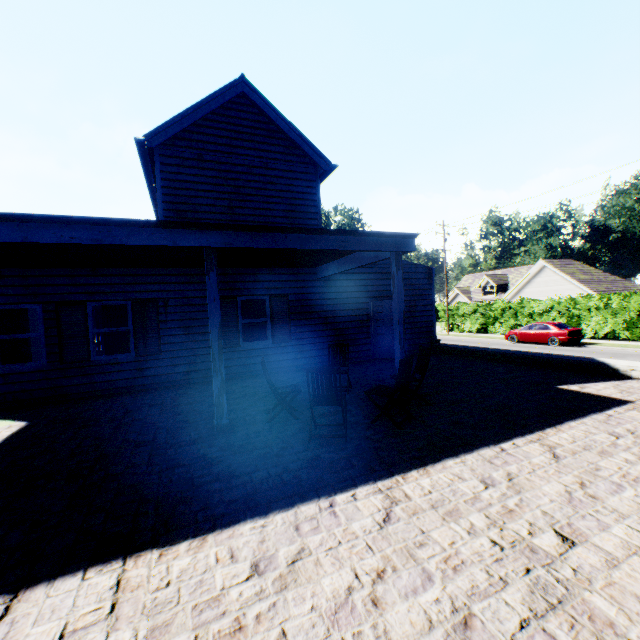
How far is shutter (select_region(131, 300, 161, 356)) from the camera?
9.14m

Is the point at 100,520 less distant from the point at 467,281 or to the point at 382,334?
the point at 382,334

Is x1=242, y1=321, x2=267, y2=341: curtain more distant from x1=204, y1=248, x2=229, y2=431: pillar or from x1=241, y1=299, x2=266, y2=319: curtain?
x1=204, y1=248, x2=229, y2=431: pillar

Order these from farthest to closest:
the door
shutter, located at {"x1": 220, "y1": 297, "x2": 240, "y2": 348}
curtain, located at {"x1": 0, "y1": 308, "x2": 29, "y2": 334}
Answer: the door → shutter, located at {"x1": 220, "y1": 297, "x2": 240, "y2": 348} → curtain, located at {"x1": 0, "y1": 308, "x2": 29, "y2": 334}

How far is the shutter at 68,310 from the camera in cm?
846

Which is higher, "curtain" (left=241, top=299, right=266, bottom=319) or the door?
"curtain" (left=241, top=299, right=266, bottom=319)

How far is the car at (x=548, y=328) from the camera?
21.8 meters

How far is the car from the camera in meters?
21.8 m
